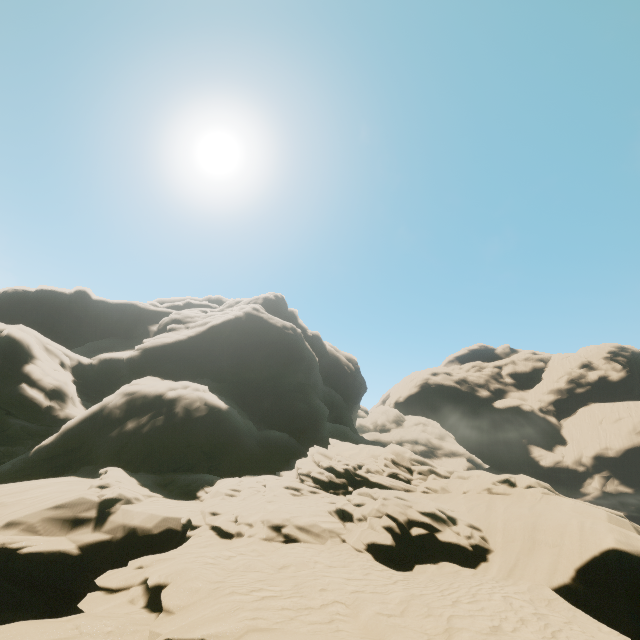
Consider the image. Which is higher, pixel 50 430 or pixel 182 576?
pixel 50 430
